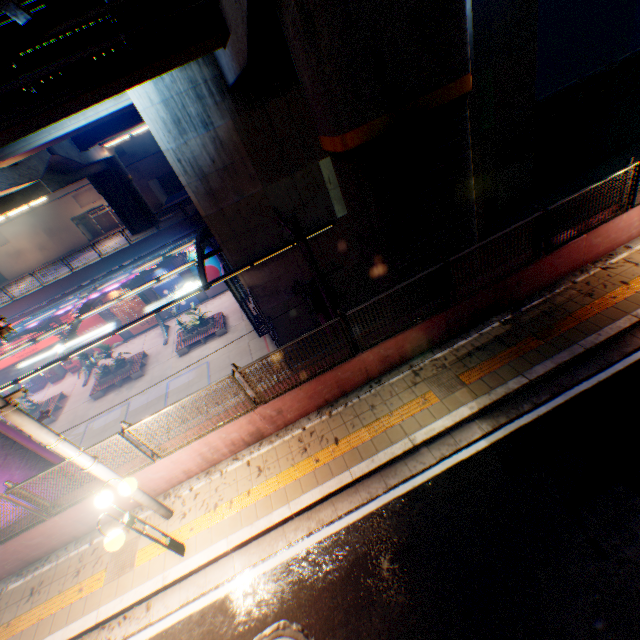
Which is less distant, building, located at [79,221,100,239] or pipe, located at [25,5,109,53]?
pipe, located at [25,5,109,53]

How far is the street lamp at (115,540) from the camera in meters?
5.0

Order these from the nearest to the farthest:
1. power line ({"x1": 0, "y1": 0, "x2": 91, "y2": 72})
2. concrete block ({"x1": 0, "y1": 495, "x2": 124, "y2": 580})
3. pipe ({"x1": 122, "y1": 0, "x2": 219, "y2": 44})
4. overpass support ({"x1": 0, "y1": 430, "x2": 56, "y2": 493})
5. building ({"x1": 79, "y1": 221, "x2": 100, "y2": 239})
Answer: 1. power line ({"x1": 0, "y1": 0, "x2": 91, "y2": 72})
2. concrete block ({"x1": 0, "y1": 495, "x2": 124, "y2": 580})
3. pipe ({"x1": 122, "y1": 0, "x2": 219, "y2": 44})
4. overpass support ({"x1": 0, "y1": 430, "x2": 56, "y2": 493})
5. building ({"x1": 79, "y1": 221, "x2": 100, "y2": 239})

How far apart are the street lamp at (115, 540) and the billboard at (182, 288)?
24.4m

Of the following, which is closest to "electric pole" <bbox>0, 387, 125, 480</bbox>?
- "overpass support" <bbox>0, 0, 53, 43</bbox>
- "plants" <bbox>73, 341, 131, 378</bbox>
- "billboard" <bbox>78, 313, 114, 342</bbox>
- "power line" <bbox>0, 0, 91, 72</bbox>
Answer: "power line" <bbox>0, 0, 91, 72</bbox>

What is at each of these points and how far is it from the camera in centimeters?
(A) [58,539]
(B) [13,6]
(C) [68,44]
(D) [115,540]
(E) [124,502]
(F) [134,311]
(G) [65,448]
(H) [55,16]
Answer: (A) concrete block, 735cm
(B) overpass support, 613cm
(C) overpass support, 758cm
(D) street lamp, 499cm
(E) concrete block, 743cm
(F) billboard, 2814cm
(G) electric pole, 544cm
(H) power line, 87cm

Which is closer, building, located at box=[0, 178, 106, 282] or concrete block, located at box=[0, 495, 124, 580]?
concrete block, located at box=[0, 495, 124, 580]

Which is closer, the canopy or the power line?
the power line
